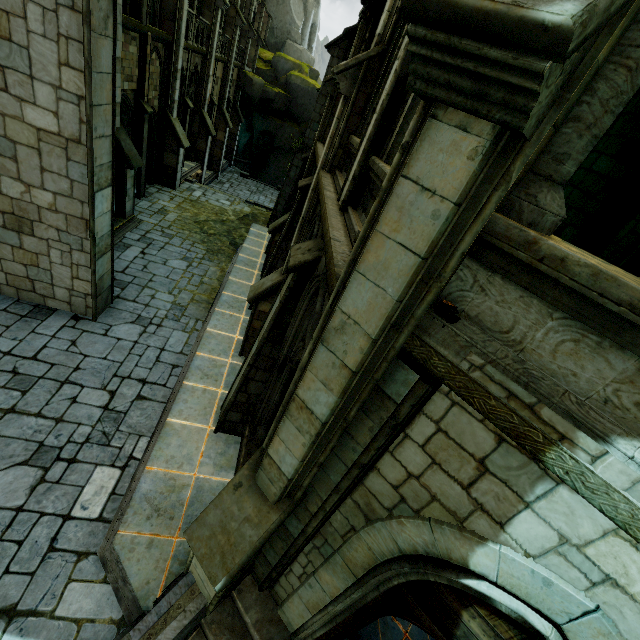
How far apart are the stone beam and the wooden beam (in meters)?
0.72

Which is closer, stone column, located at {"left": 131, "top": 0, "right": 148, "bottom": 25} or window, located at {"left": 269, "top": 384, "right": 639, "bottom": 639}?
window, located at {"left": 269, "top": 384, "right": 639, "bottom": 639}

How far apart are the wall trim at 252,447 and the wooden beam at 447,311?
4.9m

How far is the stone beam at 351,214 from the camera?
3.7 meters

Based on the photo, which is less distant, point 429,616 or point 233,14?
point 429,616

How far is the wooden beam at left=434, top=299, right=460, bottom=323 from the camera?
2.4m

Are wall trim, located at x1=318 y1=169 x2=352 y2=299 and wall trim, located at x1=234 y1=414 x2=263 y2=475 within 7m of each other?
yes

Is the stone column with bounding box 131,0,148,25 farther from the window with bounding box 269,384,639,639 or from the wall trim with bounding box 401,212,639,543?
the window with bounding box 269,384,639,639
